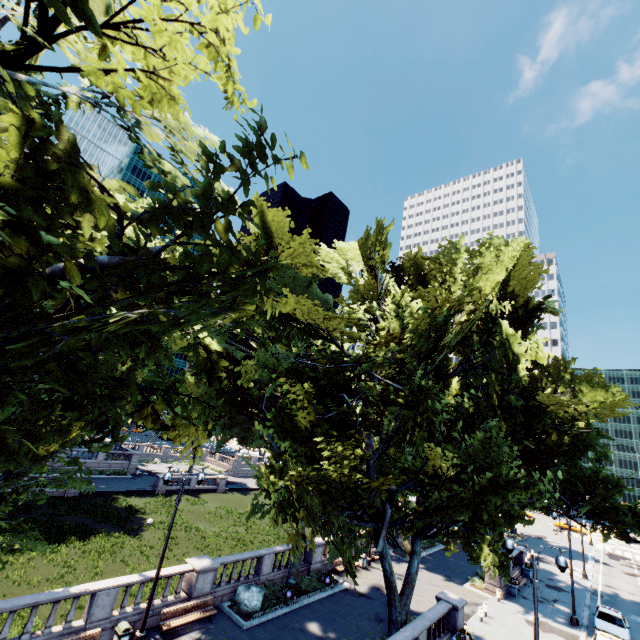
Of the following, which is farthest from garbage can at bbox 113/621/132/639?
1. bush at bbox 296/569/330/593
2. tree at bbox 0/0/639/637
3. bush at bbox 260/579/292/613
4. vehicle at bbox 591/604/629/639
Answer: vehicle at bbox 591/604/629/639

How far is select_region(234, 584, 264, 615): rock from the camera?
18.07m

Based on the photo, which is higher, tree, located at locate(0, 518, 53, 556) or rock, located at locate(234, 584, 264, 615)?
tree, located at locate(0, 518, 53, 556)

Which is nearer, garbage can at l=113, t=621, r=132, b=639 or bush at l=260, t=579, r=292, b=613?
garbage can at l=113, t=621, r=132, b=639

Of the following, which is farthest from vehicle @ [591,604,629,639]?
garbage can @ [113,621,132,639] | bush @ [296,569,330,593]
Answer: garbage can @ [113,621,132,639]

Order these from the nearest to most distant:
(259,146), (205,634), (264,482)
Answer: (259,146), (264,482), (205,634)

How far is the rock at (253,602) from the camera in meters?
18.1

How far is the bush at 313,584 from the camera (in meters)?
21.62
